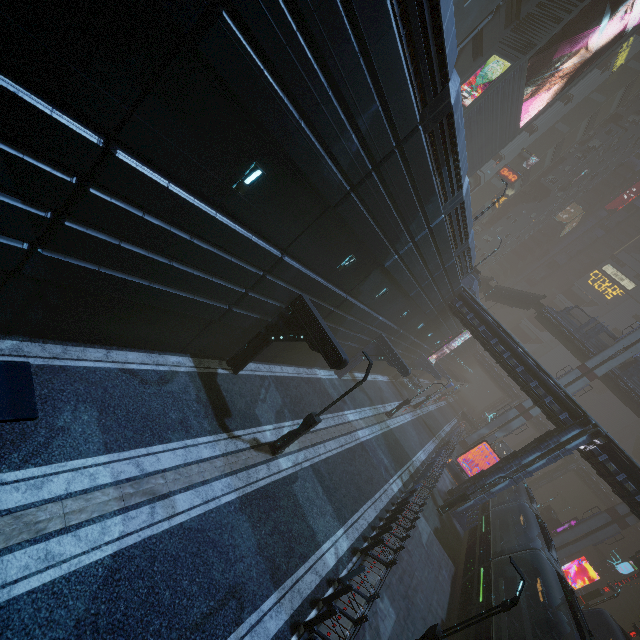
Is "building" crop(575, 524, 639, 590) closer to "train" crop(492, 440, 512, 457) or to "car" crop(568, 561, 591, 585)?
"train" crop(492, 440, 512, 457)

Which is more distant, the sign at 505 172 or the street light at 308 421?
the sign at 505 172

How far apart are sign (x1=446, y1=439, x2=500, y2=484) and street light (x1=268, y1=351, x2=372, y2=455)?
25.0 meters

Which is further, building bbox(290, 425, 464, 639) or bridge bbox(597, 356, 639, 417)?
bridge bbox(597, 356, 639, 417)

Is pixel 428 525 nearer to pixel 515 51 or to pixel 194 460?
pixel 194 460

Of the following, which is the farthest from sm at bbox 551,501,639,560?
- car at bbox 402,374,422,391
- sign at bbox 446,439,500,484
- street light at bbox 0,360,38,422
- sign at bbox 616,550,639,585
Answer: sign at bbox 446,439,500,484

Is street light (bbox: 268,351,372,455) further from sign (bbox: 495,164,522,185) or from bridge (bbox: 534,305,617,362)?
sign (bbox: 495,164,522,185)

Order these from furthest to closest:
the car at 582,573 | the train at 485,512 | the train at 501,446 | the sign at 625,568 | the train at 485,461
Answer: the train at 501,446 → the car at 582,573 → the train at 485,461 → the sign at 625,568 → the train at 485,512
